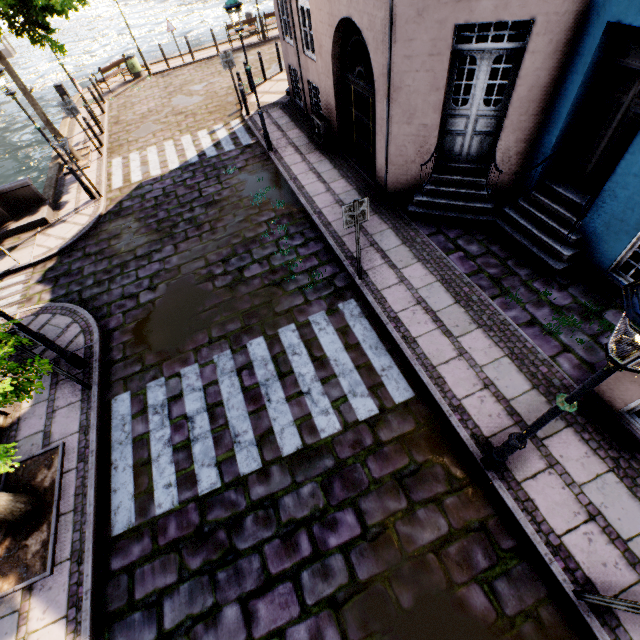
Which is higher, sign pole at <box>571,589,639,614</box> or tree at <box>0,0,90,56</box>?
tree at <box>0,0,90,56</box>

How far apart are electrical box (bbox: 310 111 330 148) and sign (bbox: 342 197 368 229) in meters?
5.9

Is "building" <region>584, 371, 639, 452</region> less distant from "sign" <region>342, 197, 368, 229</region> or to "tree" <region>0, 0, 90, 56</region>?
"sign" <region>342, 197, 368, 229</region>

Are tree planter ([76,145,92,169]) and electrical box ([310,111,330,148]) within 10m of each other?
yes

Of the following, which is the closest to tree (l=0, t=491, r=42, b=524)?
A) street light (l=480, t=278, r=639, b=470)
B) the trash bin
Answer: street light (l=480, t=278, r=639, b=470)

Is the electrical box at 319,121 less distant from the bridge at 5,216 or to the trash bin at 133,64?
the bridge at 5,216

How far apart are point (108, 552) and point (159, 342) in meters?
3.7

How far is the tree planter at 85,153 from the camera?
12.3m
